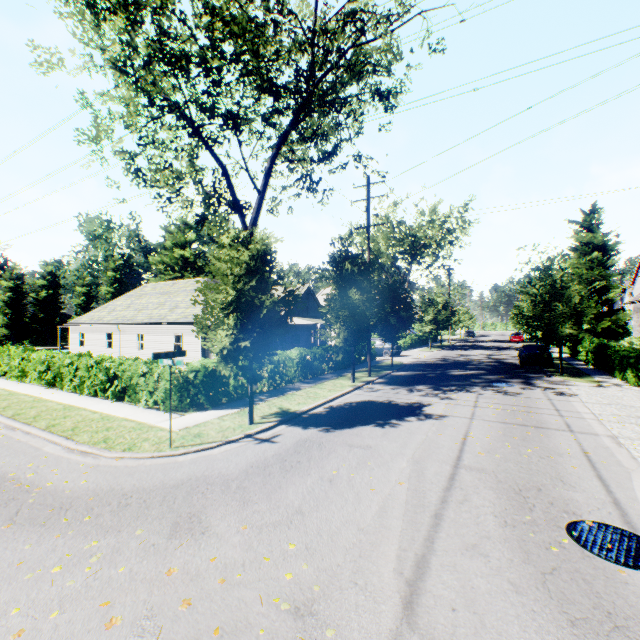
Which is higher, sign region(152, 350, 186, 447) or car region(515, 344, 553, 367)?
sign region(152, 350, 186, 447)

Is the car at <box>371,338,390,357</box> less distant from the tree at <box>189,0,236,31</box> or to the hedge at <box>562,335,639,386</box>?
the tree at <box>189,0,236,31</box>

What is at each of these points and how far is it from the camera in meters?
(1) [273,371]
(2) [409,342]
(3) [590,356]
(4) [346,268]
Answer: (1) hedge, 15.3
(2) hedge, 39.1
(3) hedge, 22.7
(4) tree, 16.2

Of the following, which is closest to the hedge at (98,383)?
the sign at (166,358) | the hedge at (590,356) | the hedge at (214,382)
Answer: the hedge at (214,382)

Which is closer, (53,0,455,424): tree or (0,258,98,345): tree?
(53,0,455,424): tree

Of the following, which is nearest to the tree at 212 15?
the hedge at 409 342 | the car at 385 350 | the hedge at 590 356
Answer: the hedge at 409 342

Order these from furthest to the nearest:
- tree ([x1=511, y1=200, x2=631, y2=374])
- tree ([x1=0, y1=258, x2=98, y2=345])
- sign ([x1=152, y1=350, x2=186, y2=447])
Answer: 1. tree ([x1=0, y1=258, x2=98, y2=345])
2. tree ([x1=511, y1=200, x2=631, y2=374])
3. sign ([x1=152, y1=350, x2=186, y2=447])

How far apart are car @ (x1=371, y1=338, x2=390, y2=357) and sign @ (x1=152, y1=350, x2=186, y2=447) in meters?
23.9
